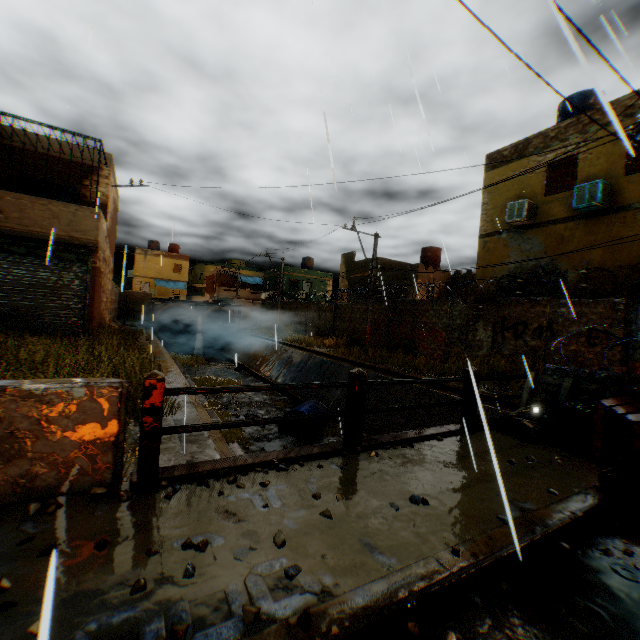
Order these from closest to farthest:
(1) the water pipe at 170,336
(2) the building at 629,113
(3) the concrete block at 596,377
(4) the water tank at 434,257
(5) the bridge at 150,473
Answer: (2) the building at 629,113, (5) the bridge at 150,473, (3) the concrete block at 596,377, (4) the water tank at 434,257, (1) the water pipe at 170,336

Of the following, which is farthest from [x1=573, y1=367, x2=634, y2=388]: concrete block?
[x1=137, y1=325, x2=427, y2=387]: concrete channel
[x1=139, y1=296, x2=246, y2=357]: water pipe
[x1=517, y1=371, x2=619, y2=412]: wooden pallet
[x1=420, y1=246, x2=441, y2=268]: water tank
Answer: [x1=420, y1=246, x2=441, y2=268]: water tank

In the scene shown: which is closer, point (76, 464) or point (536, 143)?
point (76, 464)

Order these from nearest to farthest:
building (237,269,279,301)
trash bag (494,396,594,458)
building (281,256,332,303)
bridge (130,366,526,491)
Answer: bridge (130,366,526,491) → trash bag (494,396,594,458) → building (281,256,332,303) → building (237,269,279,301)

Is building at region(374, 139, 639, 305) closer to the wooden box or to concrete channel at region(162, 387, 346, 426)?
concrete channel at region(162, 387, 346, 426)

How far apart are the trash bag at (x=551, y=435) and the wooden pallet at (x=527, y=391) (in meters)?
0.04

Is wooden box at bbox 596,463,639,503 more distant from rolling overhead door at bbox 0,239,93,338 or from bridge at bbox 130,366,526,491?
rolling overhead door at bbox 0,239,93,338

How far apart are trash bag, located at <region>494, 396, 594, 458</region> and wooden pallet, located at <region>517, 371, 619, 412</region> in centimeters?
4cm
